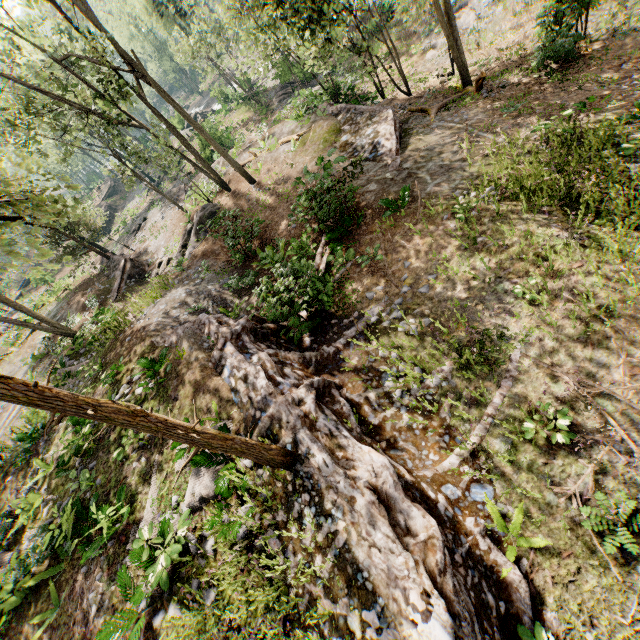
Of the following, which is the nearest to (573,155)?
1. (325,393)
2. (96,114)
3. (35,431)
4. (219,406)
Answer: (325,393)

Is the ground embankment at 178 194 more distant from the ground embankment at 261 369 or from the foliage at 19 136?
the ground embankment at 261 369

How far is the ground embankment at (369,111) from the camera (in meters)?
14.34

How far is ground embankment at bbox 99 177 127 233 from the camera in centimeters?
4616cm

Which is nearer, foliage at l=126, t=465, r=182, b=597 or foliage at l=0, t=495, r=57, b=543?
foliage at l=126, t=465, r=182, b=597

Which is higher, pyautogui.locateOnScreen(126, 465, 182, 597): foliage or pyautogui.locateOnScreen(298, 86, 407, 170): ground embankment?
pyautogui.locateOnScreen(126, 465, 182, 597): foliage

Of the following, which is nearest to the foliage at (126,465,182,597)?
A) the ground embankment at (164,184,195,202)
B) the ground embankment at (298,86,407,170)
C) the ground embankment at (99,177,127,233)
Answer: the ground embankment at (164,184,195,202)

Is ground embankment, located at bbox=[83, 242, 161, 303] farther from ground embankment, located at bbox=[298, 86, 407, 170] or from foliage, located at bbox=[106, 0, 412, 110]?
ground embankment, located at bbox=[298, 86, 407, 170]
